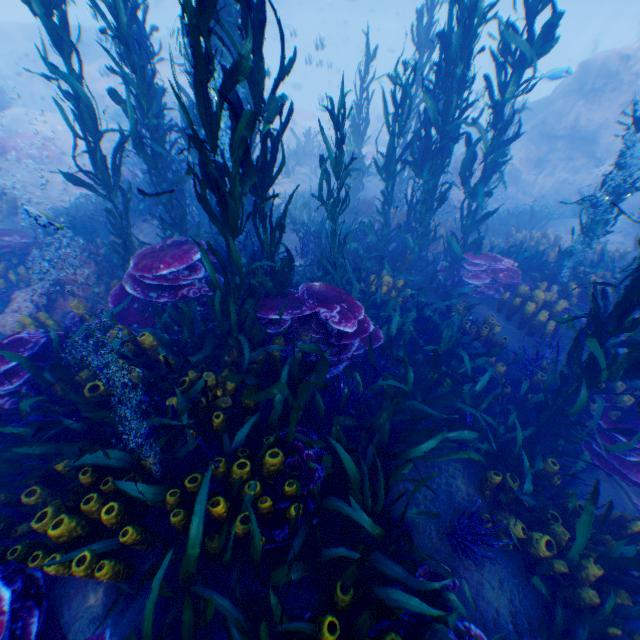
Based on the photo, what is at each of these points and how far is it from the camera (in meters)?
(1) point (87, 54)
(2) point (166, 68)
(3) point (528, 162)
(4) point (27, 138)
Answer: (1) submarine, 24.56
(2) rock, 22.38
(3) rock, 15.04
(4) instancedfoliageactor, 13.66

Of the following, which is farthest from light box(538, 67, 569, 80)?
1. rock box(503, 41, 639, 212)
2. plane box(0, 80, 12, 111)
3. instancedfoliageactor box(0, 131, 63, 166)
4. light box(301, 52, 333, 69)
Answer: instancedfoliageactor box(0, 131, 63, 166)

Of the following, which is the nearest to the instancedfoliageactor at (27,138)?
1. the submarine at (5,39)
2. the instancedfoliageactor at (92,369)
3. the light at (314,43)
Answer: the submarine at (5,39)

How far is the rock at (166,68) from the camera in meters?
18.8

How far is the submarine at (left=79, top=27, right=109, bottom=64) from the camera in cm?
1317

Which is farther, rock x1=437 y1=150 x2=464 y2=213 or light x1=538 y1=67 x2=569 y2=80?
rock x1=437 y1=150 x2=464 y2=213

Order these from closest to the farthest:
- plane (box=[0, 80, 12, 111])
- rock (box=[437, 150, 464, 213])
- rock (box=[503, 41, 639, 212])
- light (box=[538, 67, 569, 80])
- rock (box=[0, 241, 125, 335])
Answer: rock (box=[0, 241, 125, 335]) → light (box=[538, 67, 569, 80]) → rock (box=[437, 150, 464, 213]) → rock (box=[503, 41, 639, 212]) → plane (box=[0, 80, 12, 111])

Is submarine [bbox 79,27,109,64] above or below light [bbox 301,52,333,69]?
above
